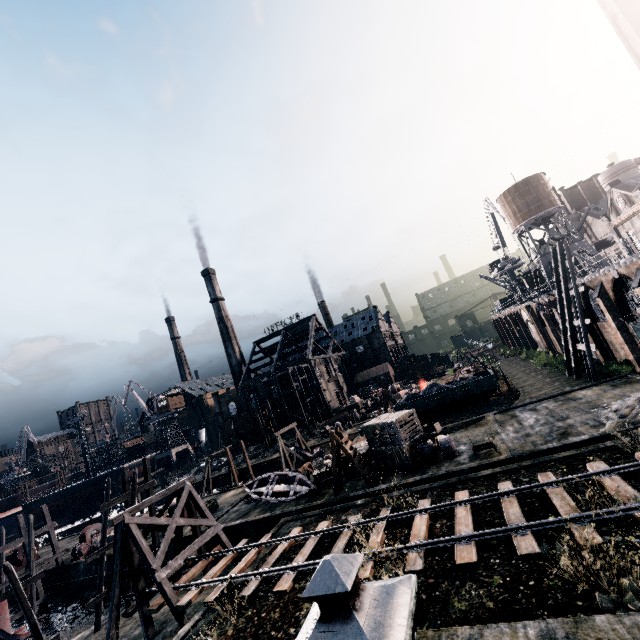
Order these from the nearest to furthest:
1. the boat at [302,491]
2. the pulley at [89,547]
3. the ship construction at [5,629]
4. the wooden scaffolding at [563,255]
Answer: the ship construction at [5,629], the boat at [302,491], the wooden scaffolding at [563,255], the pulley at [89,547]

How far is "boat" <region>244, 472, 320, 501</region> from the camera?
23.7 meters

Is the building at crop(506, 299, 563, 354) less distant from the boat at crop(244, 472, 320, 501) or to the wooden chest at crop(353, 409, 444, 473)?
the wooden chest at crop(353, 409, 444, 473)

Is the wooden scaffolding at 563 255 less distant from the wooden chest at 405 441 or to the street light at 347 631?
the wooden chest at 405 441

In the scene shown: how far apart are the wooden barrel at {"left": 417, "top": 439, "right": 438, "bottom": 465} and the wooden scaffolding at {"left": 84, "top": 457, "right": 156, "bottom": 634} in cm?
2223

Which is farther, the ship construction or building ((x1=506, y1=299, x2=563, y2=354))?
building ((x1=506, y1=299, x2=563, y2=354))

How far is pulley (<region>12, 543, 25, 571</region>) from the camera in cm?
3755

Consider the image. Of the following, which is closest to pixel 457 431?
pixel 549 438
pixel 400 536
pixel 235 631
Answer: pixel 549 438
